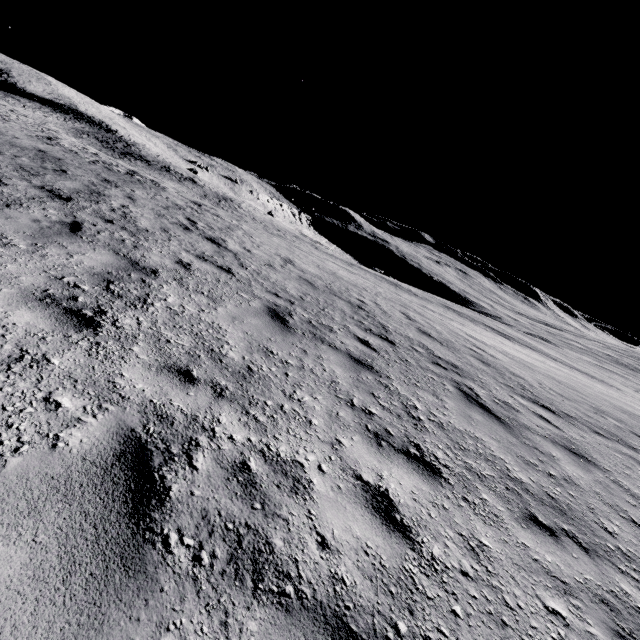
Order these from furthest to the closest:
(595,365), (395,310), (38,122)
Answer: (595,365), (38,122), (395,310)
